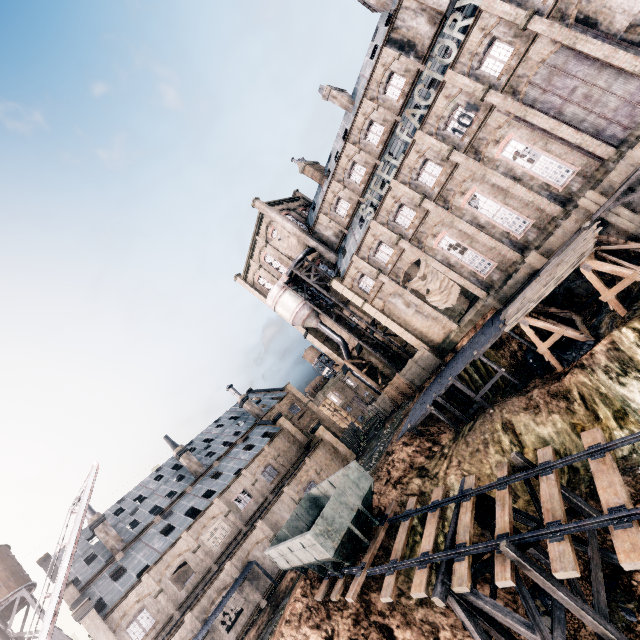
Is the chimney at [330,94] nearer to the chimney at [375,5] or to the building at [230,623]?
the chimney at [375,5]

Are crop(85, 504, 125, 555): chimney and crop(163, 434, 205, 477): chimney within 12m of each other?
yes

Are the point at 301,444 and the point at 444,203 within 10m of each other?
no

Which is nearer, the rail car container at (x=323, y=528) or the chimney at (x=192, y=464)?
the rail car container at (x=323, y=528)

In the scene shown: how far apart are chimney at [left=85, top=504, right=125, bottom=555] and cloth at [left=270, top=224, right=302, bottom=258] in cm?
3947

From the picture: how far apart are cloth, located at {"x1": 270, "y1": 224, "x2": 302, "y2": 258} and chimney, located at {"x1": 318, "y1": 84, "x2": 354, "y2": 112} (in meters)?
16.07

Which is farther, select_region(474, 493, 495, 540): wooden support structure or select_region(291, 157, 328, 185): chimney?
select_region(291, 157, 328, 185): chimney

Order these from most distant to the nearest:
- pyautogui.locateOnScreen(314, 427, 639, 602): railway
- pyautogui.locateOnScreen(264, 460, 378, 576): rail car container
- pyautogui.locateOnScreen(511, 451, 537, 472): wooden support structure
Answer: pyautogui.locateOnScreen(264, 460, 378, 576): rail car container, pyautogui.locateOnScreen(511, 451, 537, 472): wooden support structure, pyautogui.locateOnScreen(314, 427, 639, 602): railway
